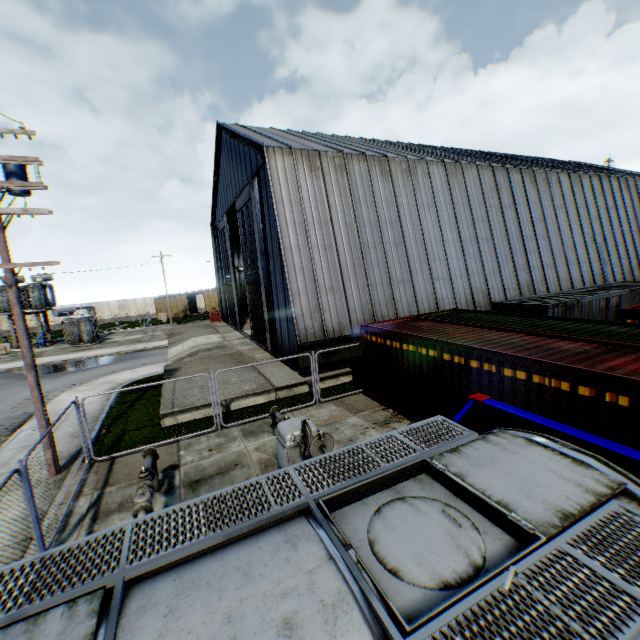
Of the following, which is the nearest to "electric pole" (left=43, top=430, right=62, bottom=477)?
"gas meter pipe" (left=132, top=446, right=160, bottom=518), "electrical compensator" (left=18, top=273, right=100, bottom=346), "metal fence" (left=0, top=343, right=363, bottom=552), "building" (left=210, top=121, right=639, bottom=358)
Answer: "metal fence" (left=0, top=343, right=363, bottom=552)

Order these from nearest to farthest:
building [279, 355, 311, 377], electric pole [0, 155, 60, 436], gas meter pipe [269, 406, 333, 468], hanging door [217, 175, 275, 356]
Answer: gas meter pipe [269, 406, 333, 468]
electric pole [0, 155, 60, 436]
building [279, 355, 311, 377]
hanging door [217, 175, 275, 356]

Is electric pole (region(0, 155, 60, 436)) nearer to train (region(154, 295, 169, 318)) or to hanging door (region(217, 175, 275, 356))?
hanging door (region(217, 175, 275, 356))

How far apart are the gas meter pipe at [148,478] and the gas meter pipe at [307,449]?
2.8m

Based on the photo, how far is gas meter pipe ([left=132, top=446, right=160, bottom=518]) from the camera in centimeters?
580cm

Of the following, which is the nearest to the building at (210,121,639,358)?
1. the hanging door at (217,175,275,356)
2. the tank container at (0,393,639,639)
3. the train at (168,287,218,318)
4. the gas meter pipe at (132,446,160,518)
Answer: the hanging door at (217,175,275,356)

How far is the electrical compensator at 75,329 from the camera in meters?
31.0

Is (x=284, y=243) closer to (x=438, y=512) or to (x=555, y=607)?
(x=438, y=512)
